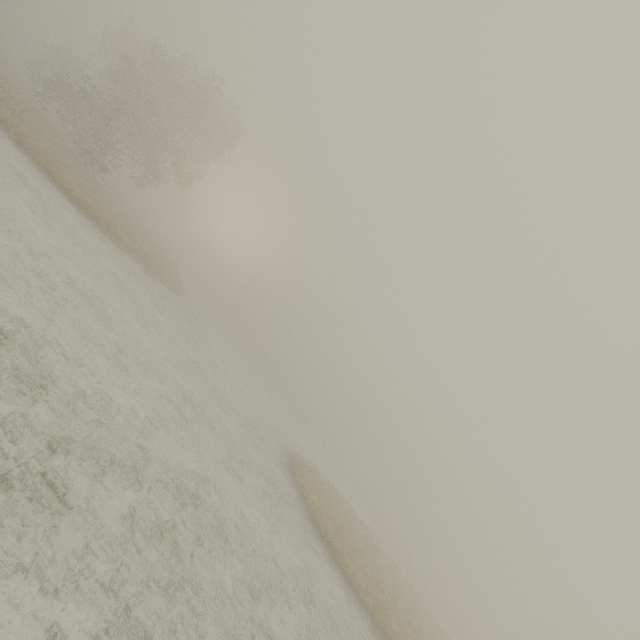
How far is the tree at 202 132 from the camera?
24.20m

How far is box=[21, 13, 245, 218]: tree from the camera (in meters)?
24.20

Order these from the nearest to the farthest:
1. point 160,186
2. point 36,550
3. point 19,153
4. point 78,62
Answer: point 36,550 → point 19,153 → point 160,186 → point 78,62
